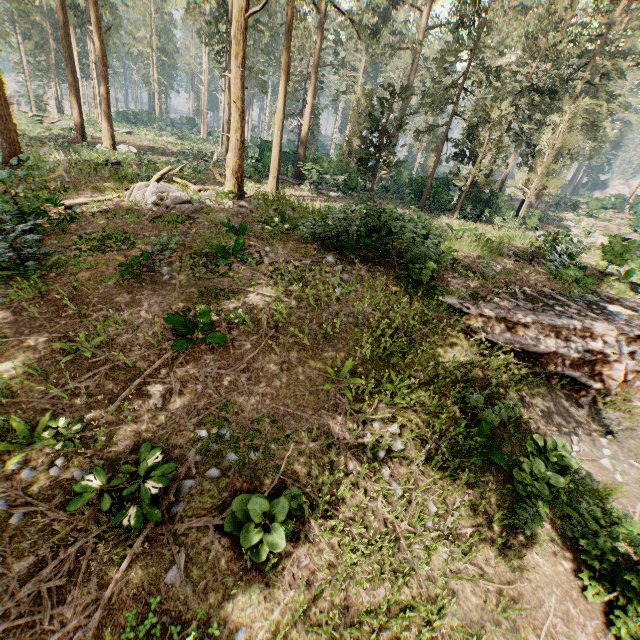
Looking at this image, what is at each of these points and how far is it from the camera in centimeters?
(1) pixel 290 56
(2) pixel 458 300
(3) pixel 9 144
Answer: (1) foliage, 1848cm
(2) ground embankment, 1138cm
(3) foliage, 1702cm

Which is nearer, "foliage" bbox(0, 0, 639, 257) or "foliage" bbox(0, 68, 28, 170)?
"foliage" bbox(0, 68, 28, 170)

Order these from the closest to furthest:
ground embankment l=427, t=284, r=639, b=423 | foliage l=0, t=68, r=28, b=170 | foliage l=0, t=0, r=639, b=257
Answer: ground embankment l=427, t=284, r=639, b=423
foliage l=0, t=68, r=28, b=170
foliage l=0, t=0, r=639, b=257

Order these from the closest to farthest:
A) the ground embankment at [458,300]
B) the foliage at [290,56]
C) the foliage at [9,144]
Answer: the ground embankment at [458,300], the foliage at [9,144], the foliage at [290,56]

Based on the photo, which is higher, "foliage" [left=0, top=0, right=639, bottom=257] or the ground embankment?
"foliage" [left=0, top=0, right=639, bottom=257]

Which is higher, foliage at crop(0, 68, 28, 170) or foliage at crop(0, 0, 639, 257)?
foliage at crop(0, 0, 639, 257)

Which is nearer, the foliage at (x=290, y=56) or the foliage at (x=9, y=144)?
the foliage at (x=9, y=144)

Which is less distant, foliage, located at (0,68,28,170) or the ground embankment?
the ground embankment
